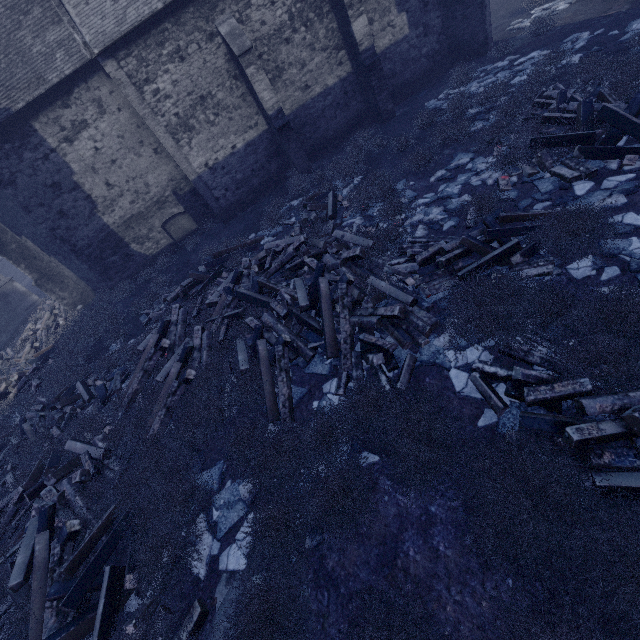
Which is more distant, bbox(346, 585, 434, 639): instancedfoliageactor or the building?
the building

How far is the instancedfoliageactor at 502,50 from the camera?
12.45m

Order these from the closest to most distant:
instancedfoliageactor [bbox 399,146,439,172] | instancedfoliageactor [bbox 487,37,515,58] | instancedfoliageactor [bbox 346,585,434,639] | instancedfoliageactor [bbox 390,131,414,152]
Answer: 1. instancedfoliageactor [bbox 346,585,434,639]
2. instancedfoliageactor [bbox 399,146,439,172]
3. instancedfoliageactor [bbox 390,131,414,152]
4. instancedfoliageactor [bbox 487,37,515,58]

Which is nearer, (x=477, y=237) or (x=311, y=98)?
(x=477, y=237)

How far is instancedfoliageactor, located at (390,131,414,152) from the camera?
10.93m

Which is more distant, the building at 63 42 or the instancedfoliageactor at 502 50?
the instancedfoliageactor at 502 50

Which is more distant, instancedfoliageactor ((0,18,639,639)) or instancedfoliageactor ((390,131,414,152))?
instancedfoliageactor ((390,131,414,152))
